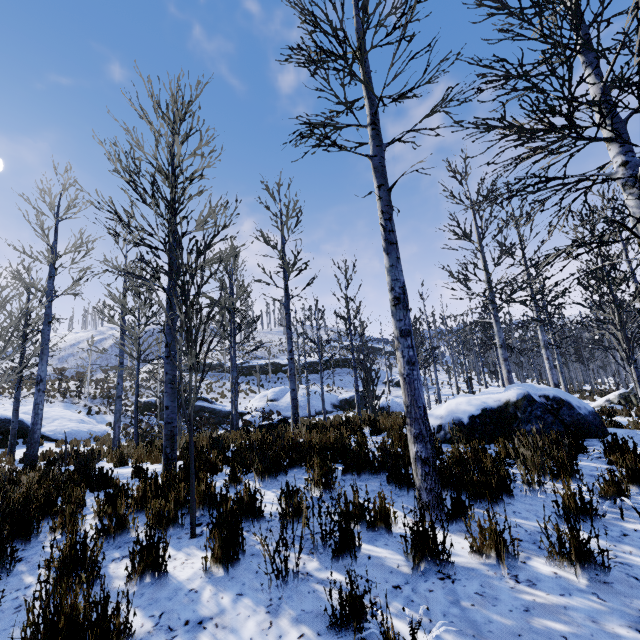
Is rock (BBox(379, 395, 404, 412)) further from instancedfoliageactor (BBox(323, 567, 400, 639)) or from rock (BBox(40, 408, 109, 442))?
instancedfoliageactor (BBox(323, 567, 400, 639))

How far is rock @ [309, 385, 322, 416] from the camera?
26.5m

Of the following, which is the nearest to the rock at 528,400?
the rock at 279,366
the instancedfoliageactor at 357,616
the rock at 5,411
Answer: the instancedfoliageactor at 357,616

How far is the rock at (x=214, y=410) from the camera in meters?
23.9

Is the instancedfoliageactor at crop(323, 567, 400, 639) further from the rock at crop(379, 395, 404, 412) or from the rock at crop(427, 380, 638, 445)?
the rock at crop(379, 395, 404, 412)

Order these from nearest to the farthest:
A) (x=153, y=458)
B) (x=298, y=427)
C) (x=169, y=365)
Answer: (x=169, y=365) < (x=153, y=458) < (x=298, y=427)

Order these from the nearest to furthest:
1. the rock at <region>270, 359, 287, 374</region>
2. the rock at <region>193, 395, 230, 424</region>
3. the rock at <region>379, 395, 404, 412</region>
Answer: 1. the rock at <region>193, 395, 230, 424</region>
2. the rock at <region>379, 395, 404, 412</region>
3. the rock at <region>270, 359, 287, 374</region>

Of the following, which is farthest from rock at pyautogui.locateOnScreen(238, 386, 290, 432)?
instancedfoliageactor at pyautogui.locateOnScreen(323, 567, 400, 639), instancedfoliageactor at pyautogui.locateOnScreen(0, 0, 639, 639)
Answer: instancedfoliageactor at pyautogui.locateOnScreen(323, 567, 400, 639)
